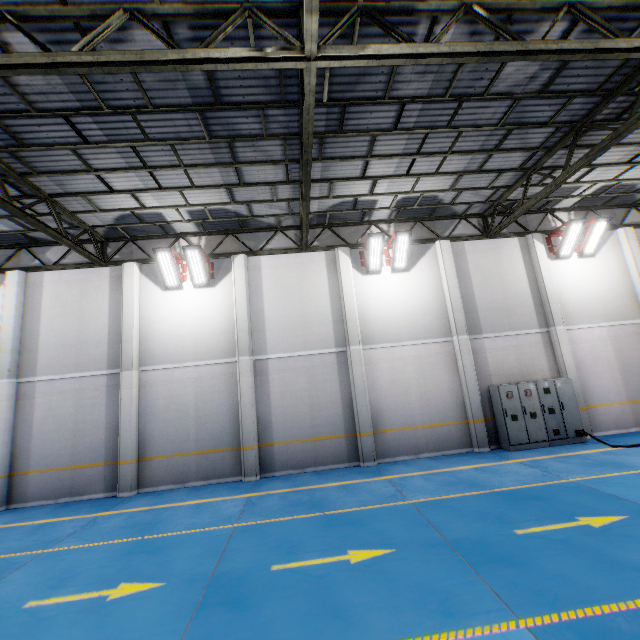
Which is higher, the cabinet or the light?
the light

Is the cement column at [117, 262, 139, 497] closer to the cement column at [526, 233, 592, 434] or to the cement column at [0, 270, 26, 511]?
the cement column at [0, 270, 26, 511]

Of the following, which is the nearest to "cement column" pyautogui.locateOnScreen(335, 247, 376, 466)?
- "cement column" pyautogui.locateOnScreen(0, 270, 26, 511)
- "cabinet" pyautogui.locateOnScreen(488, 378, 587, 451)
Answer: "cabinet" pyautogui.locateOnScreen(488, 378, 587, 451)

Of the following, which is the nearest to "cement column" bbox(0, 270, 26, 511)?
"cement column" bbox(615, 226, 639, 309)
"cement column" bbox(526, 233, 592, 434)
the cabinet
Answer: the cabinet

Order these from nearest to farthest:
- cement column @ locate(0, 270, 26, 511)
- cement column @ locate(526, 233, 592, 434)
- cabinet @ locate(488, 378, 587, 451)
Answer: cement column @ locate(0, 270, 26, 511), cabinet @ locate(488, 378, 587, 451), cement column @ locate(526, 233, 592, 434)

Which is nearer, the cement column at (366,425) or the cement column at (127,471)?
the cement column at (127,471)

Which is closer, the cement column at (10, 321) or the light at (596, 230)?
the cement column at (10, 321)

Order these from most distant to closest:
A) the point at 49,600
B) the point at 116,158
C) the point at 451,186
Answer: the point at 451,186
the point at 116,158
the point at 49,600
